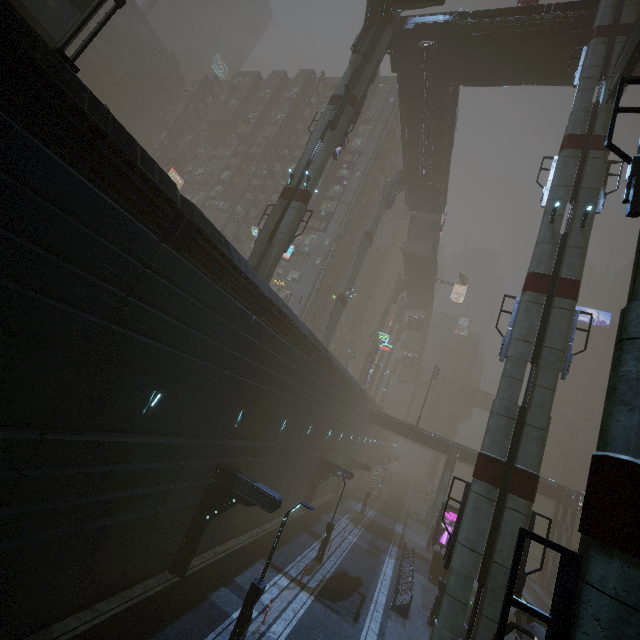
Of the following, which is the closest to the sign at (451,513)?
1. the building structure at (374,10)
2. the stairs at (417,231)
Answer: the building structure at (374,10)

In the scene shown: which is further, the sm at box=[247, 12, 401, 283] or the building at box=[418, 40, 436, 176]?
the building at box=[418, 40, 436, 176]

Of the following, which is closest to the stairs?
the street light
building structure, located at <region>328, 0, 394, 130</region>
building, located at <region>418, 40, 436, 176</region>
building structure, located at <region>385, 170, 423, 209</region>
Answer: building structure, located at <region>385, 170, 423, 209</region>

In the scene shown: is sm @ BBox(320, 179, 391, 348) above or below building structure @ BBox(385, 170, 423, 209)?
below

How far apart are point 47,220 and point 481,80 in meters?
35.8 m

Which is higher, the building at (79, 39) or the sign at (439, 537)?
the building at (79, 39)

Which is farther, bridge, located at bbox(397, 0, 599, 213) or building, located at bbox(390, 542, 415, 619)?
bridge, located at bbox(397, 0, 599, 213)

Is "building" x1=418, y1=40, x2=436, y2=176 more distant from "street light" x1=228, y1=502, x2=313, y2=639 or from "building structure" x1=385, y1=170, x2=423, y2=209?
"street light" x1=228, y1=502, x2=313, y2=639
